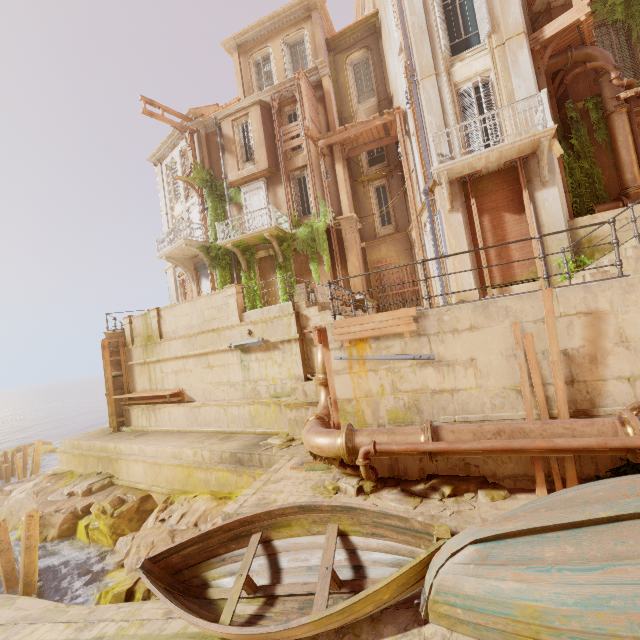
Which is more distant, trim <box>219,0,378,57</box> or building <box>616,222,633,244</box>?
trim <box>219,0,378,57</box>

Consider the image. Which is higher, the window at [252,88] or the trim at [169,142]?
the window at [252,88]

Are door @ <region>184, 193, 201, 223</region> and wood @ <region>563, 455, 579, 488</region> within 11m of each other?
no

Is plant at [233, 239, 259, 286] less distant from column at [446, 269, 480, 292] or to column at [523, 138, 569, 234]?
column at [523, 138, 569, 234]

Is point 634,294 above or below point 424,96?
below

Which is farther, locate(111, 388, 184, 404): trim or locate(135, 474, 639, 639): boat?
locate(111, 388, 184, 404): trim

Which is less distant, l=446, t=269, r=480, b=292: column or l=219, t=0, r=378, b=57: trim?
l=446, t=269, r=480, b=292: column

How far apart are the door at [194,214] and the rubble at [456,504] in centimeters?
1744cm
